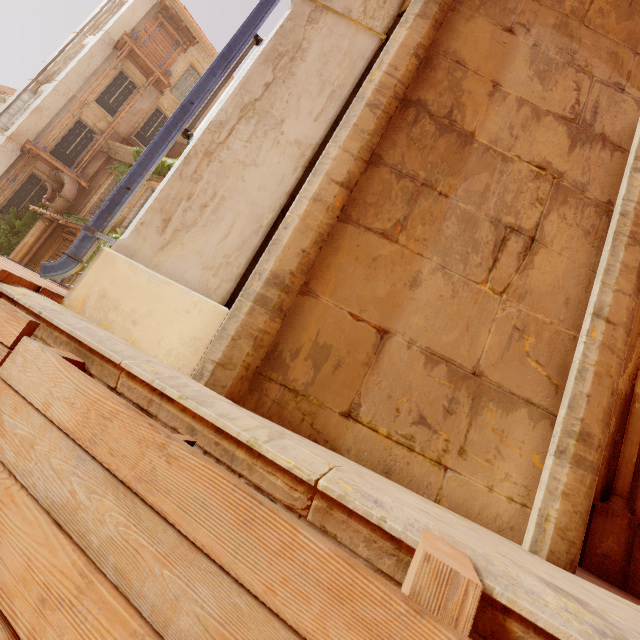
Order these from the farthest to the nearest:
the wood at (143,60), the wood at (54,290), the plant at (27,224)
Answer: the wood at (143,60), the plant at (27,224), the wood at (54,290)

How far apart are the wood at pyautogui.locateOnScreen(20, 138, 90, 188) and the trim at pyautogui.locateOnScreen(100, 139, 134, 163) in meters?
2.0

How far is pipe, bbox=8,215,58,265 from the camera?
14.7 meters

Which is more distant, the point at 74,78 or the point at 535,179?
the point at 74,78

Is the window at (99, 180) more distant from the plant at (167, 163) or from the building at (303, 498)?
the building at (303, 498)

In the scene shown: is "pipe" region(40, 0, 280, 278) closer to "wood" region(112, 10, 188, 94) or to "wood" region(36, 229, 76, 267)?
"wood" region(36, 229, 76, 267)

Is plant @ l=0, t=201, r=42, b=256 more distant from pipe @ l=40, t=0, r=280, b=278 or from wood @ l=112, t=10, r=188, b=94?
pipe @ l=40, t=0, r=280, b=278

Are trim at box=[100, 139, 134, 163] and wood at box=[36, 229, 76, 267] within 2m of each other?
no
